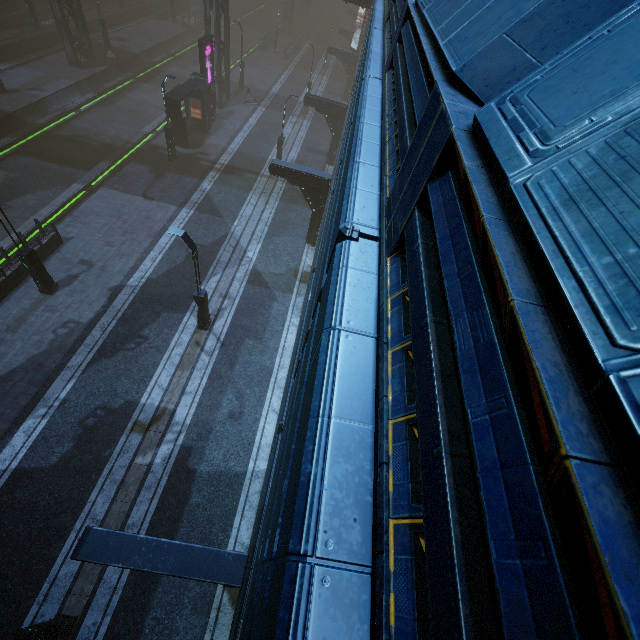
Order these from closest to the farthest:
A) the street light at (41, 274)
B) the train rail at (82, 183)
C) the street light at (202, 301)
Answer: the street light at (202, 301), the street light at (41, 274), the train rail at (82, 183)

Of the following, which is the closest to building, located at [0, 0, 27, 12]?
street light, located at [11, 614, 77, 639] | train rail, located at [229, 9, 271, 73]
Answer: train rail, located at [229, 9, 271, 73]

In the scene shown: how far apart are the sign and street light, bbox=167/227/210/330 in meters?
22.7

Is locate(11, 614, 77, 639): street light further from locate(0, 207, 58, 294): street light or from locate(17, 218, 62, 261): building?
locate(0, 207, 58, 294): street light

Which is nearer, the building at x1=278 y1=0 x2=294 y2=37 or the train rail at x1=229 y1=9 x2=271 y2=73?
the train rail at x1=229 y1=9 x2=271 y2=73

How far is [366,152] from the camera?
4.69m

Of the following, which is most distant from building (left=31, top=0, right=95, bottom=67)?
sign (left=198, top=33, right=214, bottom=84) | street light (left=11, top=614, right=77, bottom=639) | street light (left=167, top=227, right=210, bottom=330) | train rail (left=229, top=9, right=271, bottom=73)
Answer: street light (left=167, top=227, right=210, bottom=330)

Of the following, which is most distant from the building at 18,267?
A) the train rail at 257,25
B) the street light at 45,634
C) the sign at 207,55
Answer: the street light at 45,634
